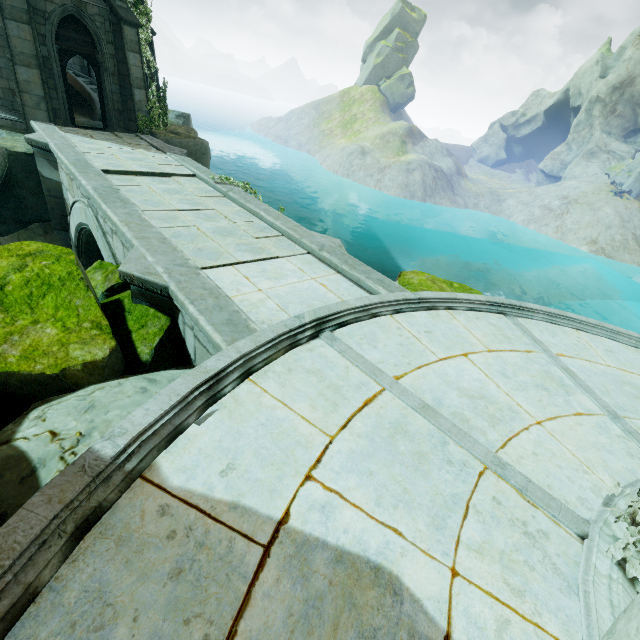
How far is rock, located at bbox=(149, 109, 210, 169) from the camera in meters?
14.0

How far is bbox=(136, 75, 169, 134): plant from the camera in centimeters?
1379cm

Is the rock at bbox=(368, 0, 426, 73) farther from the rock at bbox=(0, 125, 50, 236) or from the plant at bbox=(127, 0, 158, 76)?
the rock at bbox=(0, 125, 50, 236)

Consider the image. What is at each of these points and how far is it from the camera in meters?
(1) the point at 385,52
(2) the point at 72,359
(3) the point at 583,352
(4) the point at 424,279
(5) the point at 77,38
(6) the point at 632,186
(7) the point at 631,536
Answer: (1) rock, 59.2
(2) rock, 4.2
(3) building, 6.4
(4) rock, 13.1
(5) building, 11.9
(6) rock, 42.5
(7) plant, 2.9

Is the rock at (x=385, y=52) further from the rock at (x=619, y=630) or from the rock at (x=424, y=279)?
the rock at (x=619, y=630)

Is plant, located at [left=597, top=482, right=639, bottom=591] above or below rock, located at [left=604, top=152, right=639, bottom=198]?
below

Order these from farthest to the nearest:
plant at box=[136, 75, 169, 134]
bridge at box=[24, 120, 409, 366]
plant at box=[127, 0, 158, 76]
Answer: plant at box=[136, 75, 169, 134] < plant at box=[127, 0, 158, 76] < bridge at box=[24, 120, 409, 366]

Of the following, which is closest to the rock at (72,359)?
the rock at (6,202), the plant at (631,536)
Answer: the plant at (631,536)
